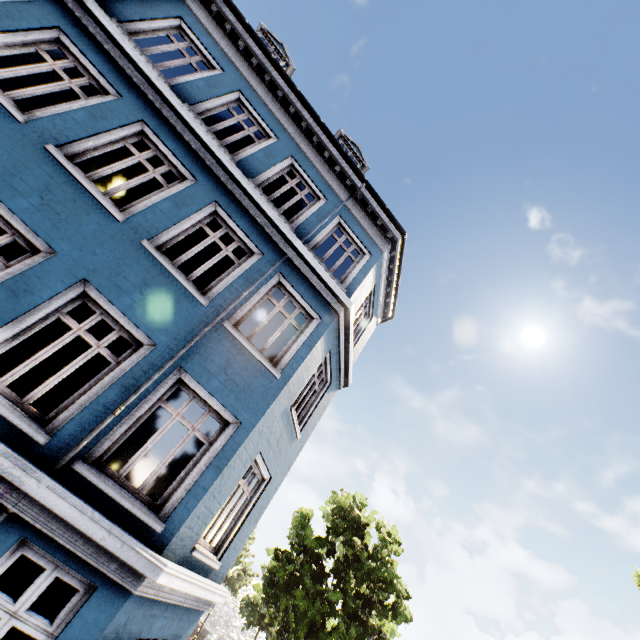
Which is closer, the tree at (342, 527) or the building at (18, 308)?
the building at (18, 308)

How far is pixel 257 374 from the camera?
6.25m

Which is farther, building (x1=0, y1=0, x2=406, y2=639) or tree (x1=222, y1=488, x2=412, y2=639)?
tree (x1=222, y1=488, x2=412, y2=639)
